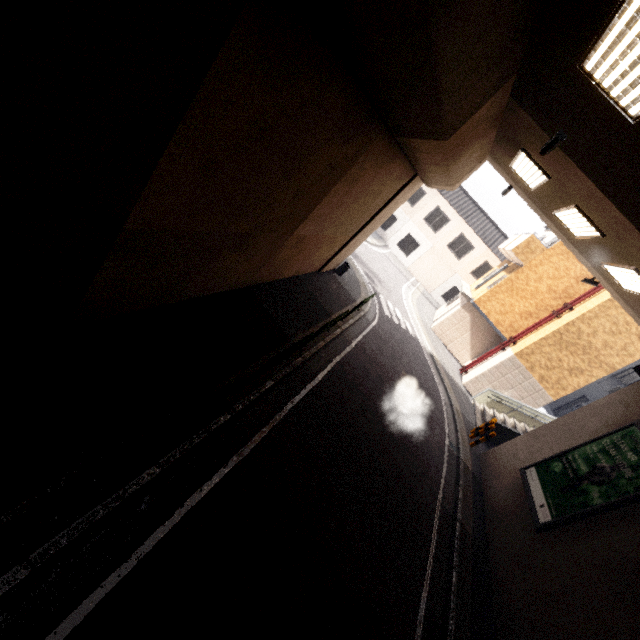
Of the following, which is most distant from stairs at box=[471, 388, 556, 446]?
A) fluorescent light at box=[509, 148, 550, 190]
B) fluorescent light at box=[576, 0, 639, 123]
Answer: fluorescent light at box=[576, 0, 639, 123]

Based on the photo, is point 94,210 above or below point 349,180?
below

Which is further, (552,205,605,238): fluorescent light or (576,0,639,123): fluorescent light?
(552,205,605,238): fluorescent light

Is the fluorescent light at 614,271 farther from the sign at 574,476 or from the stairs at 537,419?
the stairs at 537,419

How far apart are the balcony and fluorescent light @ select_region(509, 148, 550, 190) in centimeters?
846cm

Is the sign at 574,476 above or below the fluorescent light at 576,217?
below

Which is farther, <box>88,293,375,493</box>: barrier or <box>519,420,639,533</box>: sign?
<box>519,420,639,533</box>: sign

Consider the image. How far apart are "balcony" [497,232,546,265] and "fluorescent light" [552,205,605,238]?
8.2m
